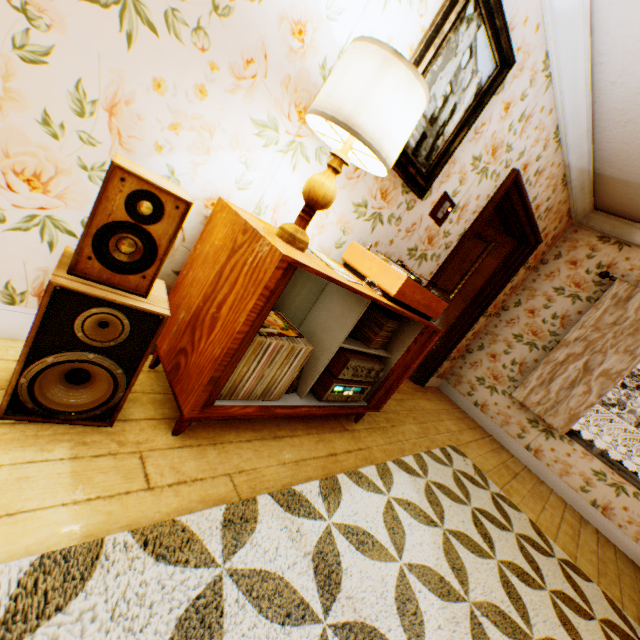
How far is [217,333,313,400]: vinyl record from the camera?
1.5 meters

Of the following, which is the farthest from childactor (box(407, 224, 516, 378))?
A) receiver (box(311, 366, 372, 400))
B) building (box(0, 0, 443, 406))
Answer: receiver (box(311, 366, 372, 400))

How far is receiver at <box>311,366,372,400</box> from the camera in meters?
2.0 m

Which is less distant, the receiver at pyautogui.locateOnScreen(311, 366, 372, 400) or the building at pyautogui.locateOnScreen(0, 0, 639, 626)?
the building at pyautogui.locateOnScreen(0, 0, 639, 626)

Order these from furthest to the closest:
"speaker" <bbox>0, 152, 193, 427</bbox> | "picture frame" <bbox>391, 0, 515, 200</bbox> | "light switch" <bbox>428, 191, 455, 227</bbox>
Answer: "light switch" <bbox>428, 191, 455, 227</bbox> → "picture frame" <bbox>391, 0, 515, 200</bbox> → "speaker" <bbox>0, 152, 193, 427</bbox>

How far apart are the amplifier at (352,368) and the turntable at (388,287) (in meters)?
0.43

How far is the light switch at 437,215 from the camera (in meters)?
2.52

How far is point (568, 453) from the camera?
4.0 meters
